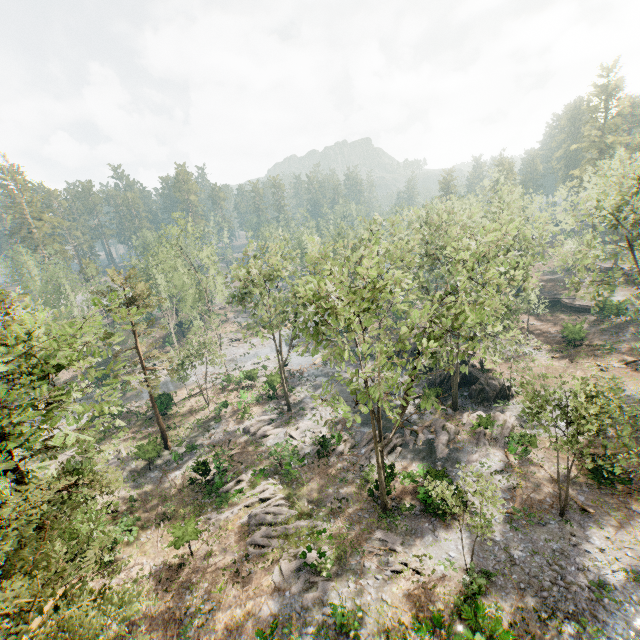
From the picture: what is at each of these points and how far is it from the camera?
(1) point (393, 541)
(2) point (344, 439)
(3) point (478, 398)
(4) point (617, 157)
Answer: (1) foliage, 20.31m
(2) foliage, 30.00m
(3) rock, 32.44m
(4) foliage, 22.81m

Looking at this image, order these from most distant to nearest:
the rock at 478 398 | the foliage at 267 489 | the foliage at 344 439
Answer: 1. the rock at 478 398
2. the foliage at 344 439
3. the foliage at 267 489

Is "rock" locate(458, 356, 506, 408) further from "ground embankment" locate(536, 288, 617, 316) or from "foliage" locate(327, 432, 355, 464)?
"ground embankment" locate(536, 288, 617, 316)

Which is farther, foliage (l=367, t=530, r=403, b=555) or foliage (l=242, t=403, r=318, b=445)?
foliage (l=242, t=403, r=318, b=445)

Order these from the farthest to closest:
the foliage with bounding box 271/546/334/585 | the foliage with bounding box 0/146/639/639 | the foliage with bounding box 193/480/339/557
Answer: the foliage with bounding box 193/480/339/557, the foliage with bounding box 271/546/334/585, the foliage with bounding box 0/146/639/639

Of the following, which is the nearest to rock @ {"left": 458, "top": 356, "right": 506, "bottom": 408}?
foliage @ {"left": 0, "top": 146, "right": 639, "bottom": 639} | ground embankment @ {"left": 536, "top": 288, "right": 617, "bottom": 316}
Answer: foliage @ {"left": 0, "top": 146, "right": 639, "bottom": 639}

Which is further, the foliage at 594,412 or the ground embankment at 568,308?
the ground embankment at 568,308
